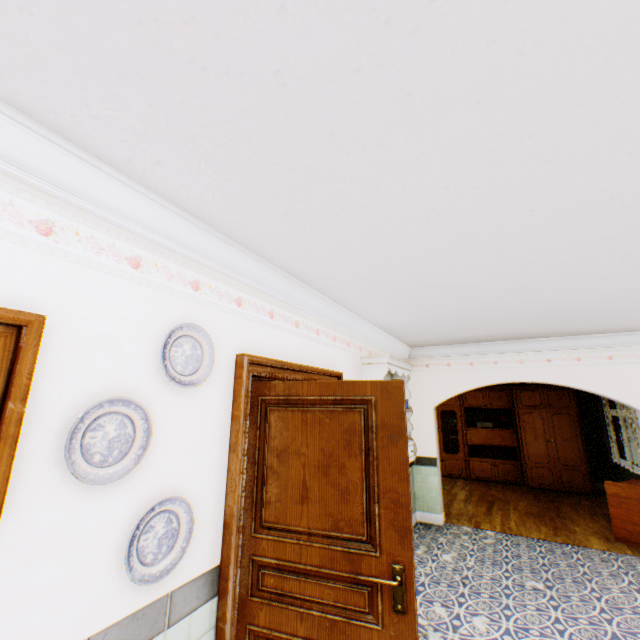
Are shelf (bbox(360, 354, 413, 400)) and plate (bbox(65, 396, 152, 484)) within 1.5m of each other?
no

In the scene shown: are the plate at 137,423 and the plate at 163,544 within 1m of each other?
yes

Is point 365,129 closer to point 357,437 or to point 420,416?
point 357,437

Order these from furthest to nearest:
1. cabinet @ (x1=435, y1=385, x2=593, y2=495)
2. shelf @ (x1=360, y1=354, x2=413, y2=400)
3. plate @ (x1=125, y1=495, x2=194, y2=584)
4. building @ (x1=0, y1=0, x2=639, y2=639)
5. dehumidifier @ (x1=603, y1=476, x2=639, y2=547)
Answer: cabinet @ (x1=435, y1=385, x2=593, y2=495)
dehumidifier @ (x1=603, y1=476, x2=639, y2=547)
shelf @ (x1=360, y1=354, x2=413, y2=400)
plate @ (x1=125, y1=495, x2=194, y2=584)
building @ (x1=0, y1=0, x2=639, y2=639)

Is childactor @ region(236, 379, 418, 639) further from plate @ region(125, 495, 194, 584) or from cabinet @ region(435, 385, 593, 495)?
cabinet @ region(435, 385, 593, 495)

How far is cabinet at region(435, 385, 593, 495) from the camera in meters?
8.0

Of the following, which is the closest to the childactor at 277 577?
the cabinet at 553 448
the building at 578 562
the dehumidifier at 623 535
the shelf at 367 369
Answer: the building at 578 562

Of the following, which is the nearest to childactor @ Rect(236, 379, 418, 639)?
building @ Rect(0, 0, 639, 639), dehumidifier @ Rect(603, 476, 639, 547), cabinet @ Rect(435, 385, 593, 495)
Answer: building @ Rect(0, 0, 639, 639)
